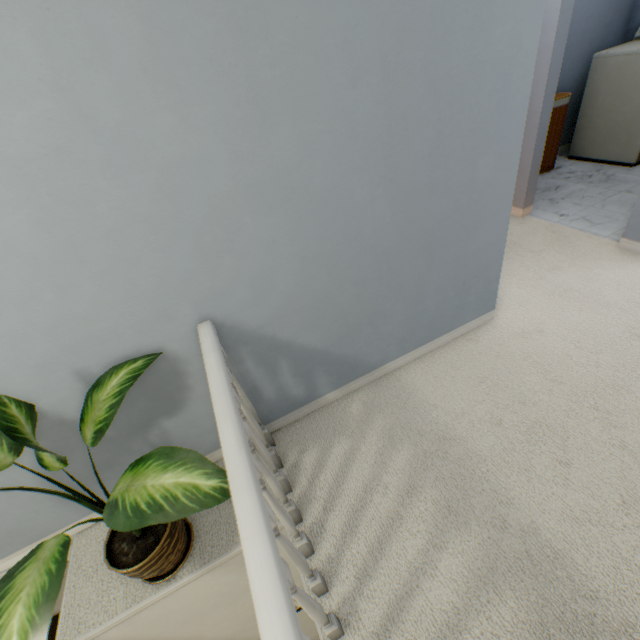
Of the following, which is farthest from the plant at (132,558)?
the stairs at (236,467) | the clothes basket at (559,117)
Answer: the clothes basket at (559,117)

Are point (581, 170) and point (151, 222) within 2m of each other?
no

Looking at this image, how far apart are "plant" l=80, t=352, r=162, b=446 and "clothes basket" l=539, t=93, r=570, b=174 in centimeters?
409cm

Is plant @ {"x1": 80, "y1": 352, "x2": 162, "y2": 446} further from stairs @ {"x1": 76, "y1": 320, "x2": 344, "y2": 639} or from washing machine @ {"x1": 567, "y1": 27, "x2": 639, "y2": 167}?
washing machine @ {"x1": 567, "y1": 27, "x2": 639, "y2": 167}

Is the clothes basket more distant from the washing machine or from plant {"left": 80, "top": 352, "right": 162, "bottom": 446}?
plant {"left": 80, "top": 352, "right": 162, "bottom": 446}

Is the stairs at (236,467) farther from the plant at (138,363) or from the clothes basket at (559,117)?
the clothes basket at (559,117)

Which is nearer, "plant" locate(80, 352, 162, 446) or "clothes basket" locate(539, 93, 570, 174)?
"plant" locate(80, 352, 162, 446)

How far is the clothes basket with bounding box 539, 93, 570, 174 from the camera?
3.2m
